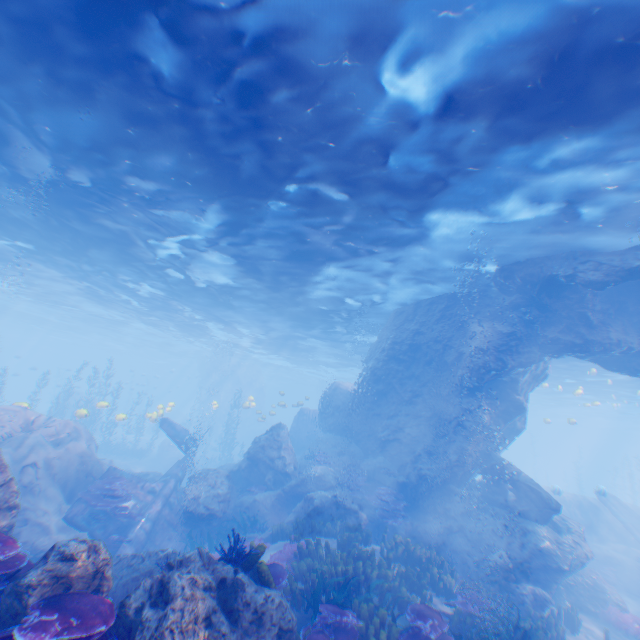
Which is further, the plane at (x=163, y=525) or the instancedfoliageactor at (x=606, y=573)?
the instancedfoliageactor at (x=606, y=573)

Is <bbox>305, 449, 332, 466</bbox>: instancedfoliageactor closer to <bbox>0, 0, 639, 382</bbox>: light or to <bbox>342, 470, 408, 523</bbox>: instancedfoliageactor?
<bbox>342, 470, 408, 523</bbox>: instancedfoliageactor

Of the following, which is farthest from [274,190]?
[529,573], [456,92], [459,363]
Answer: [529,573]

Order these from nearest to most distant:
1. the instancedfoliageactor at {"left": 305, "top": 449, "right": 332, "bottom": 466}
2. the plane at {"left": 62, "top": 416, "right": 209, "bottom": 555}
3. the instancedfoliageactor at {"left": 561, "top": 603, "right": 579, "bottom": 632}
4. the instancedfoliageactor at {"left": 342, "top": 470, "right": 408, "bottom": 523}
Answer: the instancedfoliageactor at {"left": 561, "top": 603, "right": 579, "bottom": 632} < the plane at {"left": 62, "top": 416, "right": 209, "bottom": 555} < the instancedfoliageactor at {"left": 342, "top": 470, "right": 408, "bottom": 523} < the instancedfoliageactor at {"left": 305, "top": 449, "right": 332, "bottom": 466}

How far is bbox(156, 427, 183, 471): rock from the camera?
28.7 meters

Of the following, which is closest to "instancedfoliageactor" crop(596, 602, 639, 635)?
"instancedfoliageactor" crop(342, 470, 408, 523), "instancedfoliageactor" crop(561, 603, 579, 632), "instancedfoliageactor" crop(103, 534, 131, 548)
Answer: "instancedfoliageactor" crop(561, 603, 579, 632)

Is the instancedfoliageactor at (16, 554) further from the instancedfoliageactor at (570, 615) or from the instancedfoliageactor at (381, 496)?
the instancedfoliageactor at (570, 615)

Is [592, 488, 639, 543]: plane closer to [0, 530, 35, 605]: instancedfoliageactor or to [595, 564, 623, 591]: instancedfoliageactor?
[595, 564, 623, 591]: instancedfoliageactor
